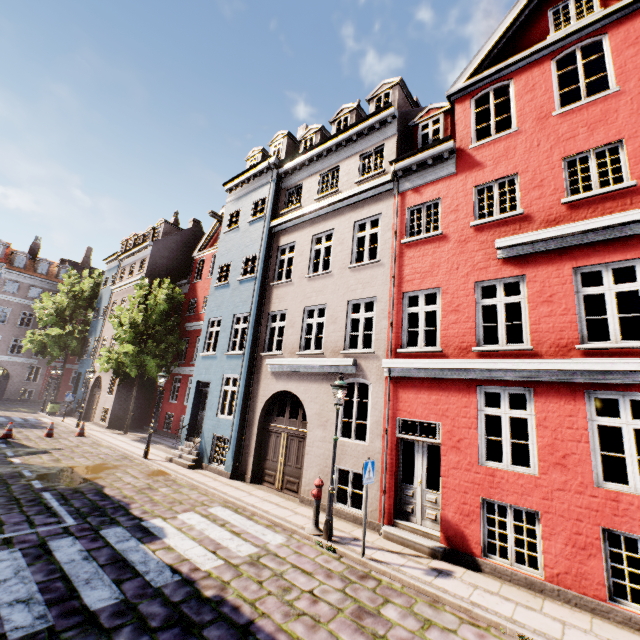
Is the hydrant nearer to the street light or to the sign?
the street light

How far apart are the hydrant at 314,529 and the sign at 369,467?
1.5 meters

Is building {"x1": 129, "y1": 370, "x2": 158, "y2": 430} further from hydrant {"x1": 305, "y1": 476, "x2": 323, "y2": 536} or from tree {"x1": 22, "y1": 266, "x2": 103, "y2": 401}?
hydrant {"x1": 305, "y1": 476, "x2": 323, "y2": 536}

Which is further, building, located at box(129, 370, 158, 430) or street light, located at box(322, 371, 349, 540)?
building, located at box(129, 370, 158, 430)

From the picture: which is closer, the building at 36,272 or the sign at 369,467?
the sign at 369,467

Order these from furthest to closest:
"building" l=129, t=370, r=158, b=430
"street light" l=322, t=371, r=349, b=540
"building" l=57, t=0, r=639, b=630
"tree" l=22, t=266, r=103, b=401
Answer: "tree" l=22, t=266, r=103, b=401, "building" l=129, t=370, r=158, b=430, "street light" l=322, t=371, r=349, b=540, "building" l=57, t=0, r=639, b=630

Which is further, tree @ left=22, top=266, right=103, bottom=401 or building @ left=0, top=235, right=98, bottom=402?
building @ left=0, top=235, right=98, bottom=402

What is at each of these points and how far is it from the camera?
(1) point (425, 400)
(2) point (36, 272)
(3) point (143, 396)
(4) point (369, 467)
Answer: (1) building, 8.4 meters
(2) building, 36.5 meters
(3) building, 22.8 meters
(4) sign, 7.2 meters
